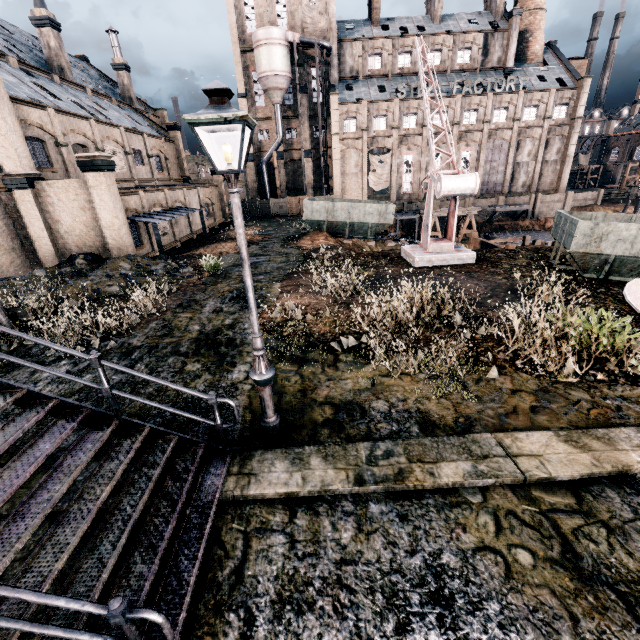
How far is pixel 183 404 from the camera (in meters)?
7.70

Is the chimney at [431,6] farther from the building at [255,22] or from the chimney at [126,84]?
the chimney at [126,84]

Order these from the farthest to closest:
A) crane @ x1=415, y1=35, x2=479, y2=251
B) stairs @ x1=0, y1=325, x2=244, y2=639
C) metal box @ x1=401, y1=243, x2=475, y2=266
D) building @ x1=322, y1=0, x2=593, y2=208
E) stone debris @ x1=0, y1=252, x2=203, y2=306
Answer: building @ x1=322, y1=0, x2=593, y2=208, metal box @ x1=401, y1=243, x2=475, y2=266, stone debris @ x1=0, y1=252, x2=203, y2=306, crane @ x1=415, y1=35, x2=479, y2=251, stairs @ x1=0, y1=325, x2=244, y2=639

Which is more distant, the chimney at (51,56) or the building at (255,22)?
the building at (255,22)

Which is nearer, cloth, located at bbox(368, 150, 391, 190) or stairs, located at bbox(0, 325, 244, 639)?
stairs, located at bbox(0, 325, 244, 639)

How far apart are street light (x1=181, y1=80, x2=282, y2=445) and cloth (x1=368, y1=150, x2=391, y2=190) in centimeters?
5056cm

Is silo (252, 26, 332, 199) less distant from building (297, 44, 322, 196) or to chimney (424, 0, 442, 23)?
building (297, 44, 322, 196)

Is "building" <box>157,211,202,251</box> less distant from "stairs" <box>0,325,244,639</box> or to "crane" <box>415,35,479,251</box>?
"stairs" <box>0,325,244,639</box>
